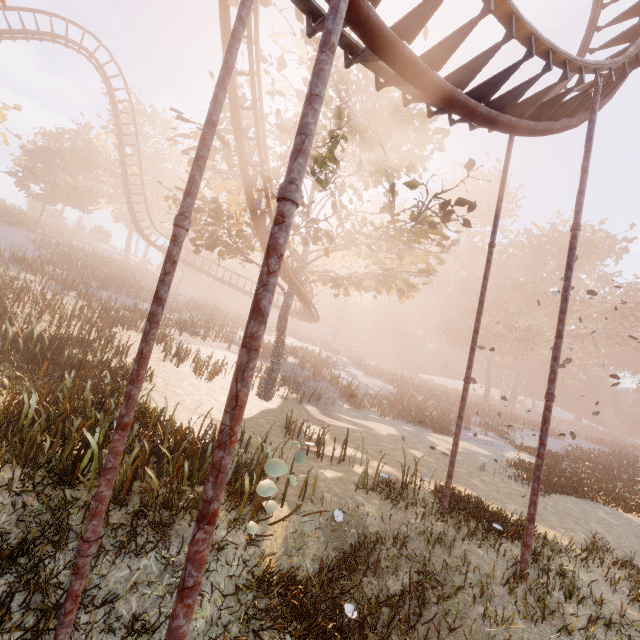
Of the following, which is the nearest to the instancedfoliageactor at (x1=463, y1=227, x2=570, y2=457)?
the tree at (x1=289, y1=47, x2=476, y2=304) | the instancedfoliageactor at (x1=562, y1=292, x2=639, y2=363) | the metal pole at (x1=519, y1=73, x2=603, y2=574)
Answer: the instancedfoliageactor at (x1=562, y1=292, x2=639, y2=363)

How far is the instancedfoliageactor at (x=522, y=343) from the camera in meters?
39.4

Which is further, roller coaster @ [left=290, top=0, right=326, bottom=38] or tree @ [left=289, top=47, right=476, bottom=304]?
tree @ [left=289, top=47, right=476, bottom=304]

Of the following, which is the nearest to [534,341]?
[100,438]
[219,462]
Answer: [100,438]

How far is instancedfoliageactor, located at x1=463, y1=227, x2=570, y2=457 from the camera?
39.38m

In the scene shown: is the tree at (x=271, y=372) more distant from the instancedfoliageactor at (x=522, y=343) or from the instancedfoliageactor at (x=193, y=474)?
the instancedfoliageactor at (x=522, y=343)

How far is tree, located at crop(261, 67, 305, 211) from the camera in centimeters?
1207cm
